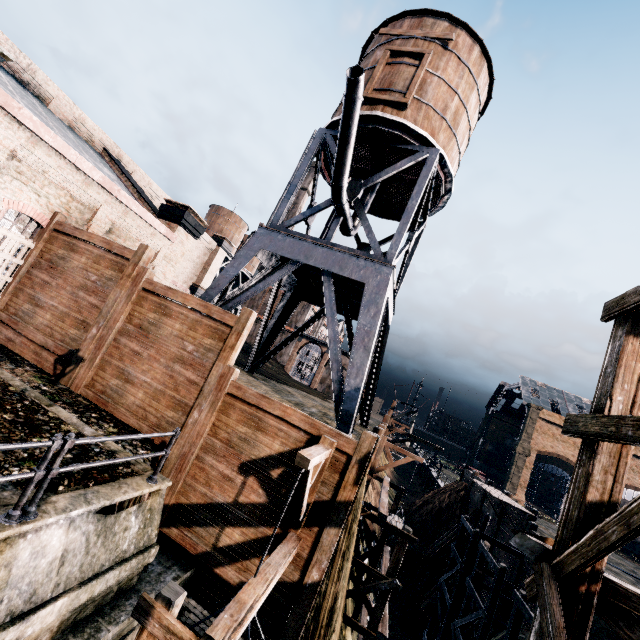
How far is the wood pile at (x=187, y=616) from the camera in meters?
6.0 m

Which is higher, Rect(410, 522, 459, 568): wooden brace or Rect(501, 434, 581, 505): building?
Rect(501, 434, 581, 505): building

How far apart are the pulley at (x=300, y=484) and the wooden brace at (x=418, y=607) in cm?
2368

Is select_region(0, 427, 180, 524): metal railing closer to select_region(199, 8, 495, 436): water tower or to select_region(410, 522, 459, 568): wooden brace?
select_region(199, 8, 495, 436): water tower

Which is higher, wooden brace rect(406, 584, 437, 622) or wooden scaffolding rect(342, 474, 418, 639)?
wooden scaffolding rect(342, 474, 418, 639)

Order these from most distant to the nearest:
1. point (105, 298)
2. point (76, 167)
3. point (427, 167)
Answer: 1. point (427, 167)
2. point (76, 167)
3. point (105, 298)

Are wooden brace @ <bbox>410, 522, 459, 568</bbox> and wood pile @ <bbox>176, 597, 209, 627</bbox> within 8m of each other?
no

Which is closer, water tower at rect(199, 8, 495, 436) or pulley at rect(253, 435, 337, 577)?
pulley at rect(253, 435, 337, 577)
